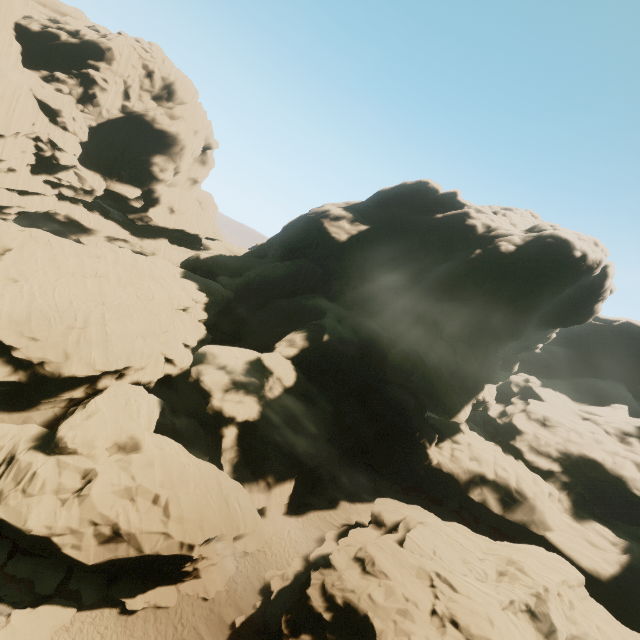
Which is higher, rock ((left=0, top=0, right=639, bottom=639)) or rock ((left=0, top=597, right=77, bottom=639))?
rock ((left=0, top=0, right=639, bottom=639))

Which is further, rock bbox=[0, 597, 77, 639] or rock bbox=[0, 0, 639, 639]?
rock bbox=[0, 0, 639, 639]

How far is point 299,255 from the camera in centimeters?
4975cm

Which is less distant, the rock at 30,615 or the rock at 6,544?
the rock at 30,615
